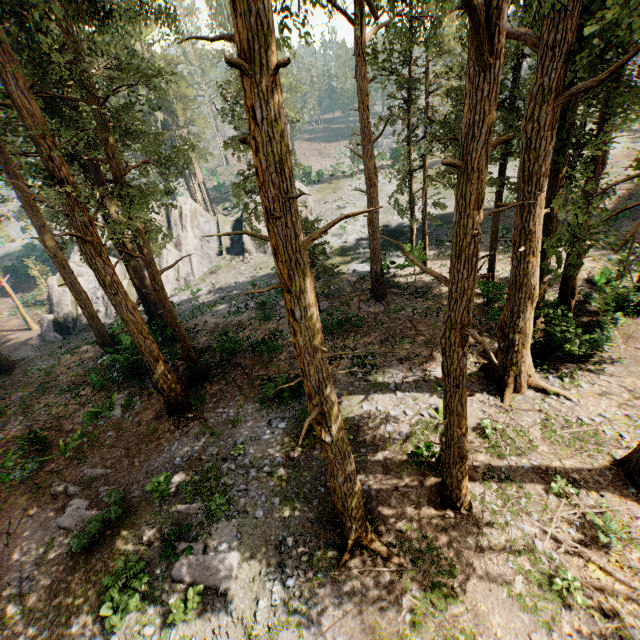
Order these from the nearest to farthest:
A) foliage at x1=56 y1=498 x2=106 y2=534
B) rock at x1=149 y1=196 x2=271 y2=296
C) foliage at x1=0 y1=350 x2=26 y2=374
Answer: foliage at x1=56 y1=498 x2=106 y2=534 → foliage at x1=0 y1=350 x2=26 y2=374 → rock at x1=149 y1=196 x2=271 y2=296

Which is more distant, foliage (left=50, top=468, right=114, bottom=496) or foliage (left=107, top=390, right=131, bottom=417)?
foliage (left=107, top=390, right=131, bottom=417)

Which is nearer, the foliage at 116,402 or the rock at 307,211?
the foliage at 116,402

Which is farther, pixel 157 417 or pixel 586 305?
pixel 586 305

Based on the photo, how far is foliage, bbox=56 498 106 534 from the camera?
11.23m

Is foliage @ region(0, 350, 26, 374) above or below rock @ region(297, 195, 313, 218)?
below

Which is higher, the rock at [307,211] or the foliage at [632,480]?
the rock at [307,211]
